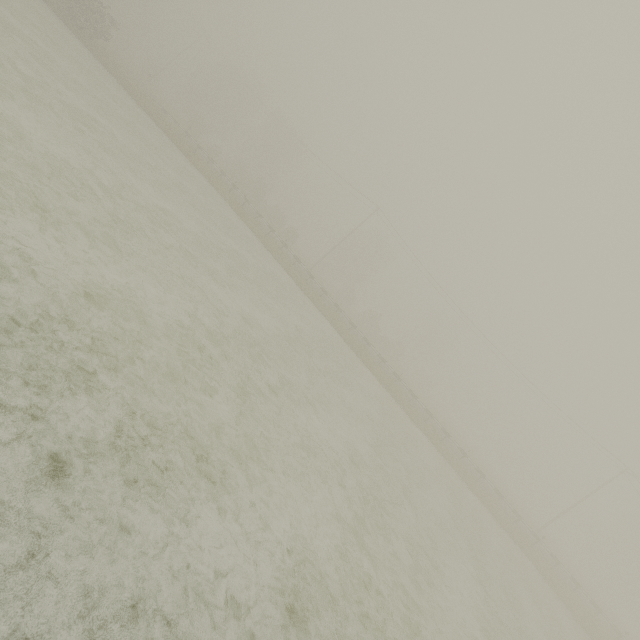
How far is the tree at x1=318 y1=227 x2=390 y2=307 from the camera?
51.19m

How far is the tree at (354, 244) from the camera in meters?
51.2

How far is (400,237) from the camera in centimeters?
4047cm
